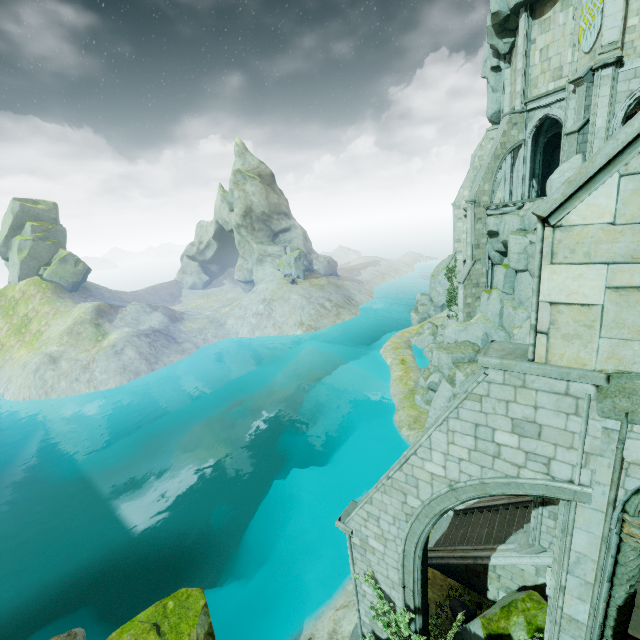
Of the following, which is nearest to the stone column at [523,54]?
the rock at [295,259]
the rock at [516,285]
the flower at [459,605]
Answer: the rock at [516,285]

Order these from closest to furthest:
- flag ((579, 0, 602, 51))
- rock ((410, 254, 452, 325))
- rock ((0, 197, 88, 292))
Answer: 1. flag ((579, 0, 602, 51))
2. rock ((410, 254, 452, 325))
3. rock ((0, 197, 88, 292))

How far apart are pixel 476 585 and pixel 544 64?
31.4 meters

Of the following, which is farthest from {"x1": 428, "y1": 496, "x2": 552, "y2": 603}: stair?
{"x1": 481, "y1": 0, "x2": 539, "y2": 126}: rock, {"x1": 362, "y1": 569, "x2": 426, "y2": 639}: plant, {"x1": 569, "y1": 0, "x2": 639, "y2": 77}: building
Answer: {"x1": 481, "y1": 0, "x2": 539, "y2": 126}: rock

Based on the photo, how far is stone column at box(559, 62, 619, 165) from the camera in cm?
1644

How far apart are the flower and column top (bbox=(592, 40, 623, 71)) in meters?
25.1 m

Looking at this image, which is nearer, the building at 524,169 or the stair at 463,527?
the stair at 463,527

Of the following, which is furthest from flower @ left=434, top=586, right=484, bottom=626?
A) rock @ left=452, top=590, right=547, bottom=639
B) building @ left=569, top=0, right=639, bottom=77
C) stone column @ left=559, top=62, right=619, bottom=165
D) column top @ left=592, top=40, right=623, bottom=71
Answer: column top @ left=592, top=40, right=623, bottom=71
